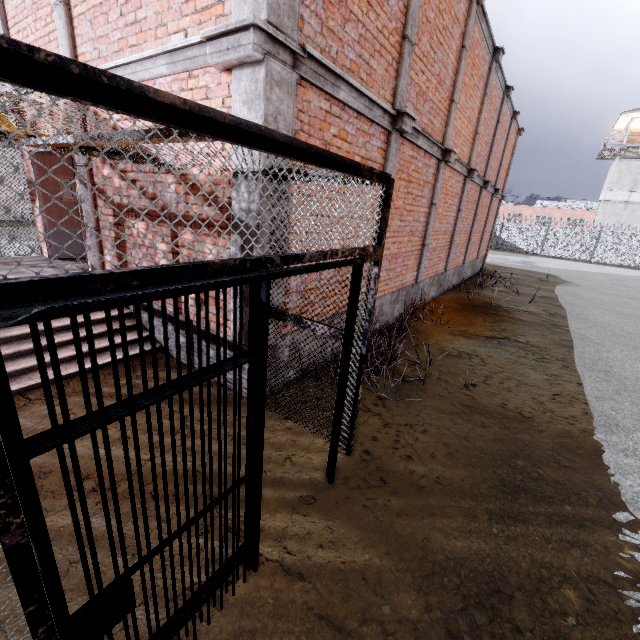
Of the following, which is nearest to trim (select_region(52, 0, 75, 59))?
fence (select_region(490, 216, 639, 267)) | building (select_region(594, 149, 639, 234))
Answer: fence (select_region(490, 216, 639, 267))

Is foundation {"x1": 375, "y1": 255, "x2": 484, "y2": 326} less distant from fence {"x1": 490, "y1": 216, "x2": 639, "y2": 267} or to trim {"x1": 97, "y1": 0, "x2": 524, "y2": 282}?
trim {"x1": 97, "y1": 0, "x2": 524, "y2": 282}

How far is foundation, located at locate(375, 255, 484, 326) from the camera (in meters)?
7.29

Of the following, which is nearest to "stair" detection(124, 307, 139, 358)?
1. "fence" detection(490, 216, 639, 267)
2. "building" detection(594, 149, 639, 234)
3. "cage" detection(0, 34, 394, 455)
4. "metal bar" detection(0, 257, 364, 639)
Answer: "cage" detection(0, 34, 394, 455)

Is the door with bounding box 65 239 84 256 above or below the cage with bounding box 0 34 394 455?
below

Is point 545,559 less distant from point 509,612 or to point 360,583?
point 509,612

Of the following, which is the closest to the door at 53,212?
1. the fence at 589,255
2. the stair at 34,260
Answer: the stair at 34,260

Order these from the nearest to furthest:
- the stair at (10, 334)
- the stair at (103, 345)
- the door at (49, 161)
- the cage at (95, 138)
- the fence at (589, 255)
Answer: the cage at (95, 138) < the stair at (10, 334) < the stair at (103, 345) < the door at (49, 161) < the fence at (589, 255)
